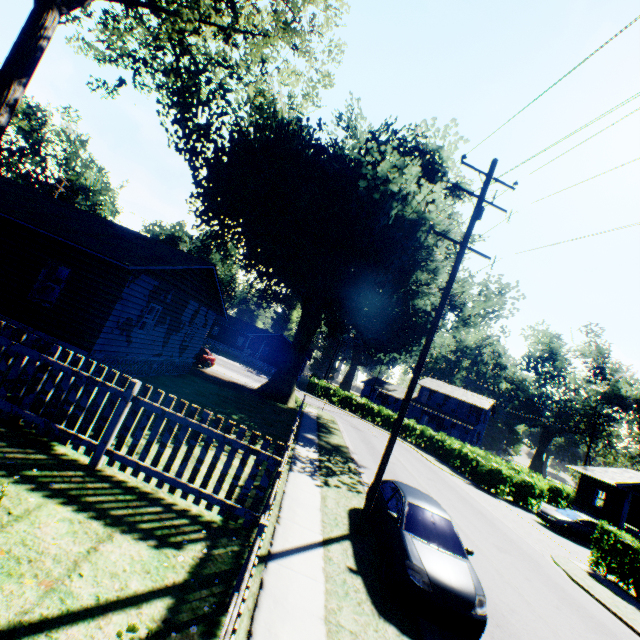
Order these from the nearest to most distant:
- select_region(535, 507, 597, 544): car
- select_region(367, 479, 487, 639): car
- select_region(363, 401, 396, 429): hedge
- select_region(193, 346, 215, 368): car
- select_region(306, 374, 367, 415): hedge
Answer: select_region(367, 479, 487, 639): car, select_region(535, 507, 597, 544): car, select_region(193, 346, 215, 368): car, select_region(363, 401, 396, 429): hedge, select_region(306, 374, 367, 415): hedge

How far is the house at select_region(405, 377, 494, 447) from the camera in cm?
4897

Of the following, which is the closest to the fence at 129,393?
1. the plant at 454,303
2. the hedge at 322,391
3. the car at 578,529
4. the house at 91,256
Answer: the house at 91,256

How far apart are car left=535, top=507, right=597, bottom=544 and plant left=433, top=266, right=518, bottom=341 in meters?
14.2 m

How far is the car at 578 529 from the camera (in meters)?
20.64

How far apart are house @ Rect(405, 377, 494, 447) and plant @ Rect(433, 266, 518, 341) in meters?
27.9 m

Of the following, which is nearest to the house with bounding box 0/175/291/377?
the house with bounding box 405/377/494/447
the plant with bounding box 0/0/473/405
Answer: the plant with bounding box 0/0/473/405

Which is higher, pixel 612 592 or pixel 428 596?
pixel 428 596
